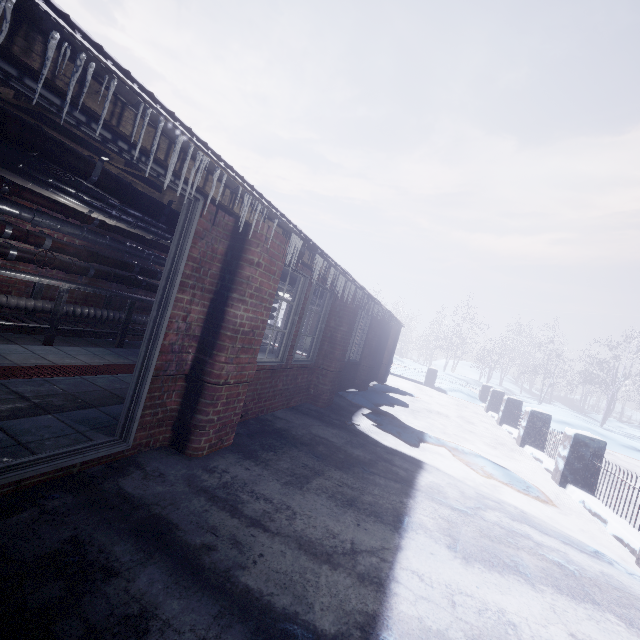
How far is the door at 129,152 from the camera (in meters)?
1.63

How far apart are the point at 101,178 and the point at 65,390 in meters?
2.0 m

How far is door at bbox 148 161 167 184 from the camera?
2.1 meters

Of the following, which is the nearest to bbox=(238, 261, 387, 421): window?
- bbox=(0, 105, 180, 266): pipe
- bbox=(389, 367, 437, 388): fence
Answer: bbox=(0, 105, 180, 266): pipe

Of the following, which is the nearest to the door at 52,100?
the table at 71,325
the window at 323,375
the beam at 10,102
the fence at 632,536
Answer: the beam at 10,102

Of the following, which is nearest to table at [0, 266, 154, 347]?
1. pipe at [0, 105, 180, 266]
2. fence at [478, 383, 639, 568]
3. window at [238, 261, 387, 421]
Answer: pipe at [0, 105, 180, 266]

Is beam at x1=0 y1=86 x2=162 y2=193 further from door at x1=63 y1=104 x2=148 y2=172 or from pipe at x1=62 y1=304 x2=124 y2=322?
pipe at x1=62 y1=304 x2=124 y2=322

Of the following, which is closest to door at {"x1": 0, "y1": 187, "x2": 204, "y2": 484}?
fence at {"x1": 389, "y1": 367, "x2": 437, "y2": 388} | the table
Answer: the table
